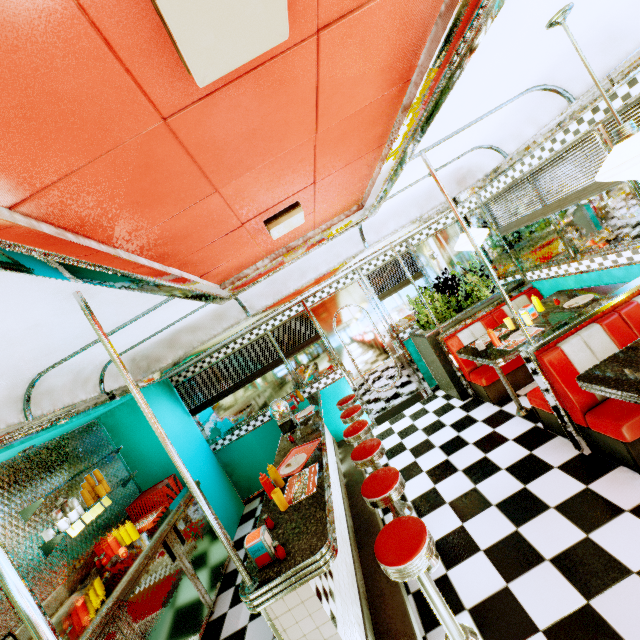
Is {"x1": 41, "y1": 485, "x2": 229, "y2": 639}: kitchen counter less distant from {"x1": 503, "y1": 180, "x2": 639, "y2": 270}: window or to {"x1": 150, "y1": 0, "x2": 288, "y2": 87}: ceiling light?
{"x1": 150, "y1": 0, "x2": 288, "y2": 87}: ceiling light

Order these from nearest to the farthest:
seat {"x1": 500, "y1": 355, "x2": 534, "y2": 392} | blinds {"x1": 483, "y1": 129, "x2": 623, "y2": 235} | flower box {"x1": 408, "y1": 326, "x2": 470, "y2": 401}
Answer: blinds {"x1": 483, "y1": 129, "x2": 623, "y2": 235}
seat {"x1": 500, "y1": 355, "x2": 534, "y2": 392}
flower box {"x1": 408, "y1": 326, "x2": 470, "y2": 401}

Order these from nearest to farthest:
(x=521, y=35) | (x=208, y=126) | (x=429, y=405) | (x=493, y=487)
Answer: (x=208, y=126) < (x=521, y=35) < (x=493, y=487) < (x=429, y=405)

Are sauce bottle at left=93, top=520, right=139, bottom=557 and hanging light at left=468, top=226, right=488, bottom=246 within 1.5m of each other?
no

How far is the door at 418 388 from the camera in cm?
582

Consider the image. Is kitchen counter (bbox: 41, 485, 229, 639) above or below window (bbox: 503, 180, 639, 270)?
below

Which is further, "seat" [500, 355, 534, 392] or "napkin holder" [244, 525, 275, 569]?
"seat" [500, 355, 534, 392]

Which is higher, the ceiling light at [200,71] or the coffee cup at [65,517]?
the ceiling light at [200,71]
